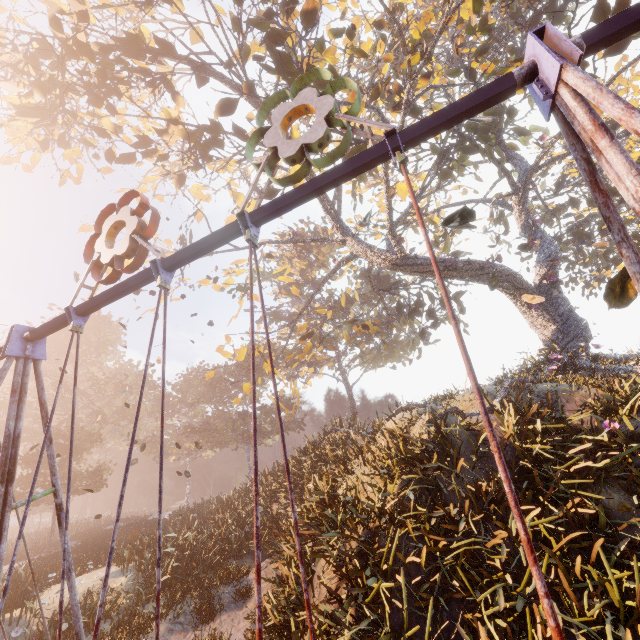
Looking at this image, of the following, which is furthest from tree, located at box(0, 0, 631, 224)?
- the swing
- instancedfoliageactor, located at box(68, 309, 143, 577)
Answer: instancedfoliageactor, located at box(68, 309, 143, 577)

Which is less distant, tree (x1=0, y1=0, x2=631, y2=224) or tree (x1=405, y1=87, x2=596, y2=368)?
tree (x1=0, y1=0, x2=631, y2=224)

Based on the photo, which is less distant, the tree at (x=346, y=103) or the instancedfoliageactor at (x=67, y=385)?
the tree at (x=346, y=103)

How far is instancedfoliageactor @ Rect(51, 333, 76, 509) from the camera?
25.9m

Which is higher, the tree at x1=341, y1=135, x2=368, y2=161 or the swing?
the tree at x1=341, y1=135, x2=368, y2=161

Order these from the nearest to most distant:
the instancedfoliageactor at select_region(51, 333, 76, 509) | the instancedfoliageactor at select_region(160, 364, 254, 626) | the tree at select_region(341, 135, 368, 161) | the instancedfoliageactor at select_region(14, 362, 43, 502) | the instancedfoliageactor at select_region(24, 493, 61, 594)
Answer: the instancedfoliageactor at select_region(160, 364, 254, 626), the tree at select_region(341, 135, 368, 161), the instancedfoliageactor at select_region(24, 493, 61, 594), the instancedfoliageactor at select_region(14, 362, 43, 502), the instancedfoliageactor at select_region(51, 333, 76, 509)

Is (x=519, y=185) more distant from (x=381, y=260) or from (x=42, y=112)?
(x=42, y=112)
